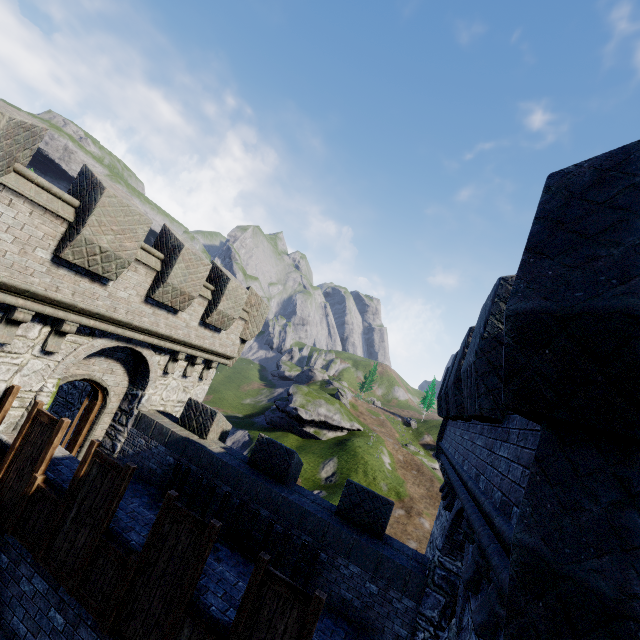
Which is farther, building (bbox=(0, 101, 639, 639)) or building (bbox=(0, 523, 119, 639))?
building (bbox=(0, 523, 119, 639))

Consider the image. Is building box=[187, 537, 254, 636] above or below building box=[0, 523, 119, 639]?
above

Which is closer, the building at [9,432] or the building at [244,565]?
the building at [9,432]

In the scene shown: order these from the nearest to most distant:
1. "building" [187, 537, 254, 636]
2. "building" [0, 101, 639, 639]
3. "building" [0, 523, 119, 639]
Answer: "building" [0, 101, 639, 639], "building" [187, 537, 254, 636], "building" [0, 523, 119, 639]

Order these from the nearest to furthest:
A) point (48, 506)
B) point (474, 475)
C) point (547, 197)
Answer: point (547, 197), point (474, 475), point (48, 506)
